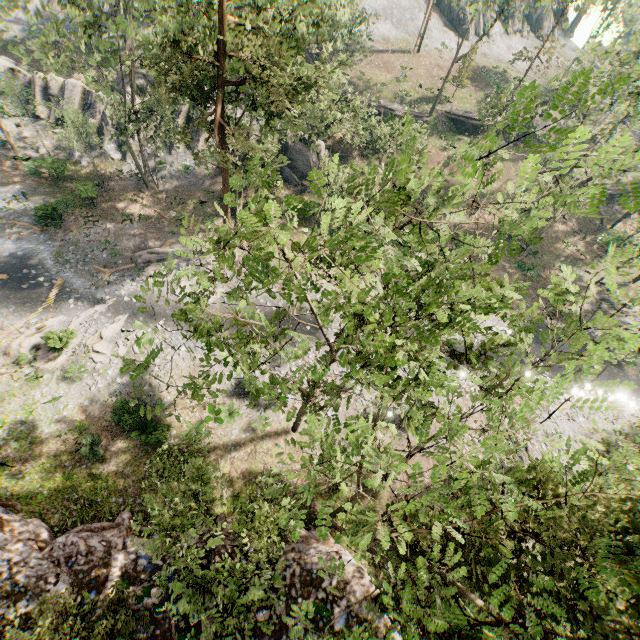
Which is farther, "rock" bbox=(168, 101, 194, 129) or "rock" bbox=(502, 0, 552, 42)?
"rock" bbox=(502, 0, 552, 42)

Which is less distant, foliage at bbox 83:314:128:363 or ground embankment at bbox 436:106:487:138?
foliage at bbox 83:314:128:363

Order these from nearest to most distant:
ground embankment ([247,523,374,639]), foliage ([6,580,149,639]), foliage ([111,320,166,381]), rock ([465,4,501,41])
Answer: foliage ([111,320,166,381]) → foliage ([6,580,149,639]) → ground embankment ([247,523,374,639]) → rock ([465,4,501,41])

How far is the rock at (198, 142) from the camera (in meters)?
33.81

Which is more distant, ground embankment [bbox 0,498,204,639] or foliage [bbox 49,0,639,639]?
ground embankment [bbox 0,498,204,639]

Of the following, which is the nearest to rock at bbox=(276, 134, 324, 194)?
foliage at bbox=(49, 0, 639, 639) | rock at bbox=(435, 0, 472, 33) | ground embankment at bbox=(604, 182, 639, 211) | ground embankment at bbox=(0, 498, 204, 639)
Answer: foliage at bbox=(49, 0, 639, 639)

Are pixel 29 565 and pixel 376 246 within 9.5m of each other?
no

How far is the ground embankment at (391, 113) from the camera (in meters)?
36.31
